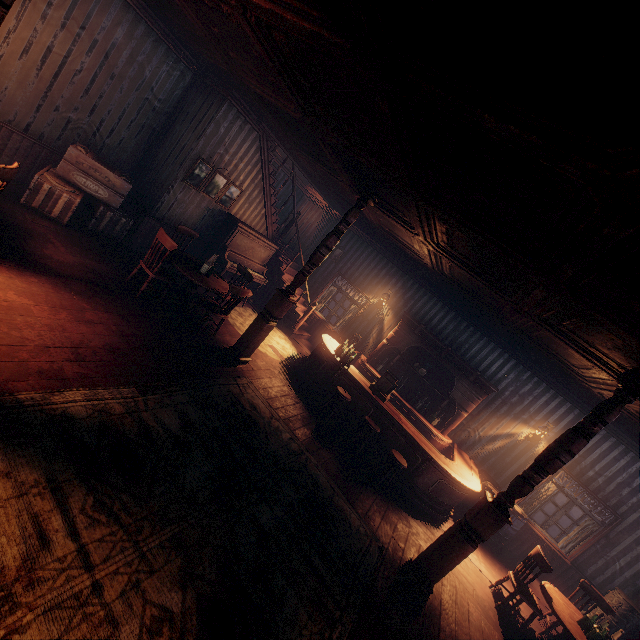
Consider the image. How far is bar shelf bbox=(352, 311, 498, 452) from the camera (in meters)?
8.53

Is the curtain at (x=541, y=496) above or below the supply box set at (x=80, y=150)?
above

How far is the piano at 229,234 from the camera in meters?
8.2 m

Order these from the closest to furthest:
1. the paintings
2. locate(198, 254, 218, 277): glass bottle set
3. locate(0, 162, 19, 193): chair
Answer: locate(0, 162, 19, 193): chair < locate(198, 254, 218, 277): glass bottle set < the paintings

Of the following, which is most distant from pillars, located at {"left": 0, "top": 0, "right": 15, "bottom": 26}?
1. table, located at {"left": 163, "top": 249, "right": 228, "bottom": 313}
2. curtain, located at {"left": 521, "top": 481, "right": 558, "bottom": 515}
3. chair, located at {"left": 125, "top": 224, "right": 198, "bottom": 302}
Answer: curtain, located at {"left": 521, "top": 481, "right": 558, "bottom": 515}

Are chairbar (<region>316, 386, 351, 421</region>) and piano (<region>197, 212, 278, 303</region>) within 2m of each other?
no

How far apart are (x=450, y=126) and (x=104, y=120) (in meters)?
7.17

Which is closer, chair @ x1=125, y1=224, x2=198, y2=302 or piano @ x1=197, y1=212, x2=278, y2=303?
chair @ x1=125, y1=224, x2=198, y2=302
